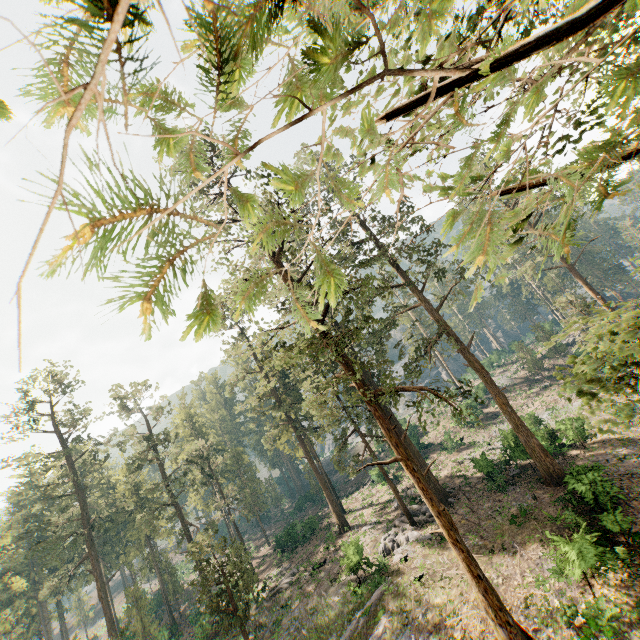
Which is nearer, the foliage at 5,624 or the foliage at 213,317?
the foliage at 213,317

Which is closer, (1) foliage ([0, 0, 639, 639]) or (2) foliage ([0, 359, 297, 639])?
(1) foliage ([0, 0, 639, 639])

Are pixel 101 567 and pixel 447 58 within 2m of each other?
no
